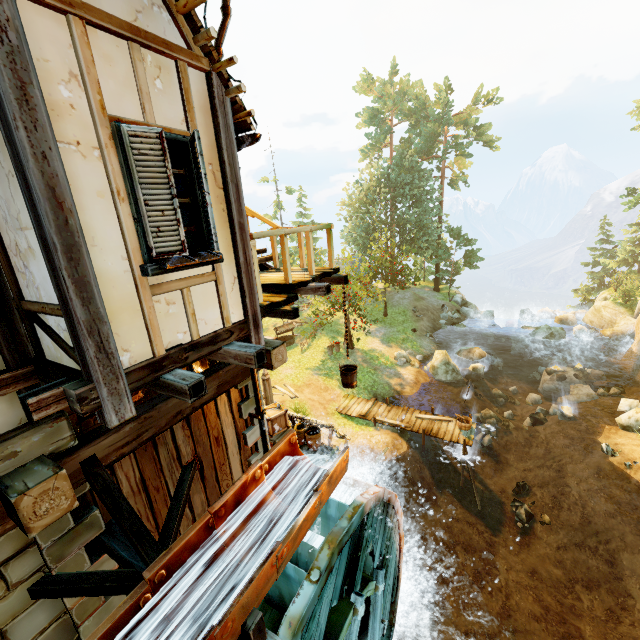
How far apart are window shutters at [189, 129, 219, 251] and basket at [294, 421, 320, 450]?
9.1m

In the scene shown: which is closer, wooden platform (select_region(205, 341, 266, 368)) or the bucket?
wooden platform (select_region(205, 341, 266, 368))

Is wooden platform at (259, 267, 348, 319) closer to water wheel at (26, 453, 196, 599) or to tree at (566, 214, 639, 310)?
water wheel at (26, 453, 196, 599)

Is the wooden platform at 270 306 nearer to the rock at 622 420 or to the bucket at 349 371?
the bucket at 349 371

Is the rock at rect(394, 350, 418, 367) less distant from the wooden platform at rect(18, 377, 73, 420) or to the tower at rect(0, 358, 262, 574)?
Result: the tower at rect(0, 358, 262, 574)

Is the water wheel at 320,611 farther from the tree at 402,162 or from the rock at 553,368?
the rock at 553,368

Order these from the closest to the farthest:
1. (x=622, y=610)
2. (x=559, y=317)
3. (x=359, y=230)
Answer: (x=622, y=610)
(x=559, y=317)
(x=359, y=230)

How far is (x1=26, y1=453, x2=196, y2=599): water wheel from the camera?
4.0 meters
